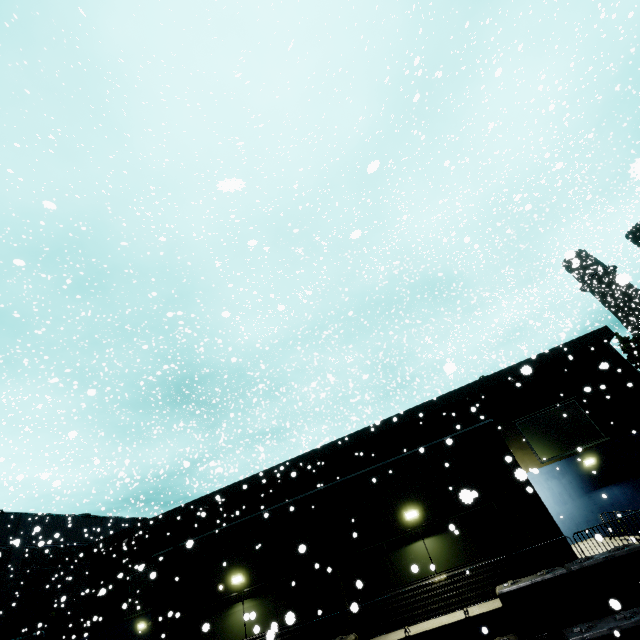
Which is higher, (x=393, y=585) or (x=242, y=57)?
(x=242, y=57)

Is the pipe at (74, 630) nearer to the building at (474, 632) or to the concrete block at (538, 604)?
the building at (474, 632)

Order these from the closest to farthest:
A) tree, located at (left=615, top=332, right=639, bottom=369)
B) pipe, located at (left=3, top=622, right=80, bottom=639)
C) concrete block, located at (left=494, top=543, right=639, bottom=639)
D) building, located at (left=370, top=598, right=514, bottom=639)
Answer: concrete block, located at (left=494, top=543, right=639, bottom=639)
building, located at (left=370, top=598, right=514, bottom=639)
pipe, located at (left=3, top=622, right=80, bottom=639)
tree, located at (left=615, top=332, right=639, bottom=369)

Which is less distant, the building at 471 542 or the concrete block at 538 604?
the concrete block at 538 604

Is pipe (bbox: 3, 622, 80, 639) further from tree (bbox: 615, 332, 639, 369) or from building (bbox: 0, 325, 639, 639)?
tree (bbox: 615, 332, 639, 369)

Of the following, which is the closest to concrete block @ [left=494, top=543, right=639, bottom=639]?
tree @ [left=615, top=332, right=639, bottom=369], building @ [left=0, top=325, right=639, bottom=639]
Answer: building @ [left=0, top=325, right=639, bottom=639]

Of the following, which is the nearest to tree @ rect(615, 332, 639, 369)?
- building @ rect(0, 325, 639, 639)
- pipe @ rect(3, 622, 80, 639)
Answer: building @ rect(0, 325, 639, 639)

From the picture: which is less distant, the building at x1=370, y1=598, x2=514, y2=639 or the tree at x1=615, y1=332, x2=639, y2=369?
the building at x1=370, y1=598, x2=514, y2=639
